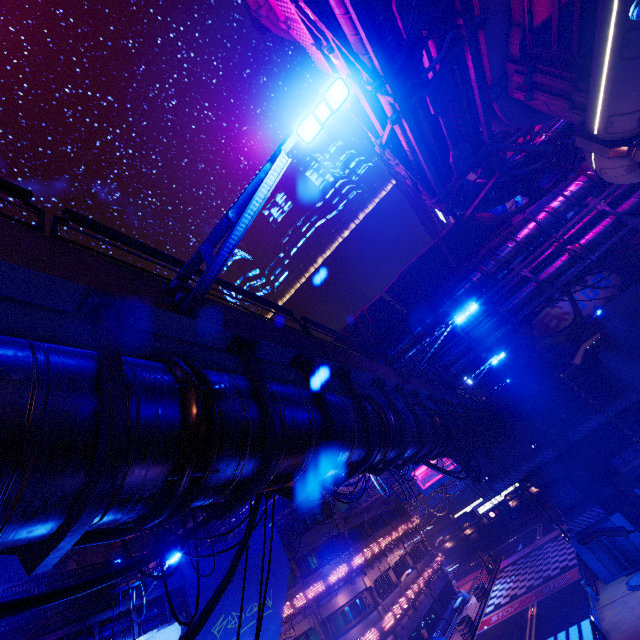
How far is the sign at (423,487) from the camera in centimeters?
4678cm

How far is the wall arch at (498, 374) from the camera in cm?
2989

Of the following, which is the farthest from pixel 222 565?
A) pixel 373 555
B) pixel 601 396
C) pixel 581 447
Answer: pixel 601 396

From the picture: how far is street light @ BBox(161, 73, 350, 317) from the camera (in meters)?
3.58

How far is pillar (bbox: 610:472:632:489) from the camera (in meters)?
22.23

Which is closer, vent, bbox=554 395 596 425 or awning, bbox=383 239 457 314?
awning, bbox=383 239 457 314

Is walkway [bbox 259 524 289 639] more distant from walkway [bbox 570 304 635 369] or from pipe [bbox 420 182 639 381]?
walkway [bbox 570 304 635 369]

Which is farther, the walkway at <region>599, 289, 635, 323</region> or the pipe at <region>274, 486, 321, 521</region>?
the walkway at <region>599, 289, 635, 323</region>
